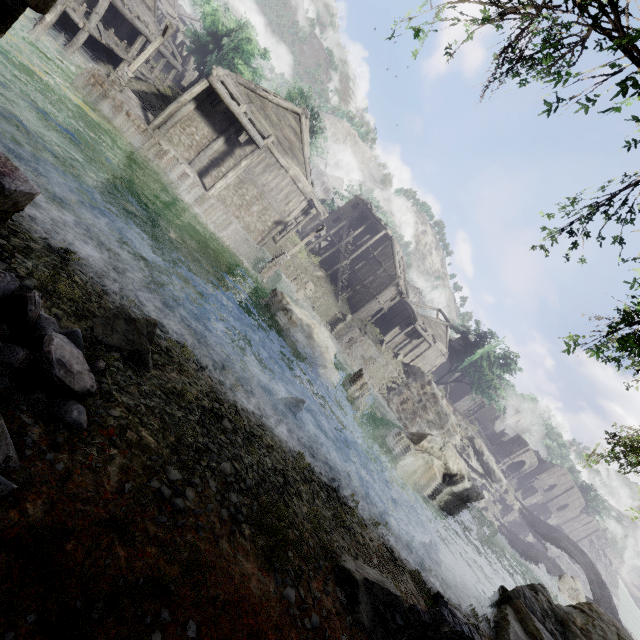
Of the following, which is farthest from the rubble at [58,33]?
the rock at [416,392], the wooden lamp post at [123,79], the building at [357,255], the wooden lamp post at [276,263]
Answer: the rock at [416,392]

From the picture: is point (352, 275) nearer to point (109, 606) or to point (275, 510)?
point (275, 510)

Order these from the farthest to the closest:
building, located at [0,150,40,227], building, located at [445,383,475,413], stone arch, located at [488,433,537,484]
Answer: building, located at [445,383,475,413], stone arch, located at [488,433,537,484], building, located at [0,150,40,227]

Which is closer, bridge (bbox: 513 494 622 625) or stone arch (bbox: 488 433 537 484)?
bridge (bbox: 513 494 622 625)

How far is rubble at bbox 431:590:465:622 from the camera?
8.45m

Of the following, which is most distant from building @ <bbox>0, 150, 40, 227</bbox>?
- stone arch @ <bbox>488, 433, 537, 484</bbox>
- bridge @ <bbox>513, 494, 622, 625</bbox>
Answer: bridge @ <bbox>513, 494, 622, 625</bbox>

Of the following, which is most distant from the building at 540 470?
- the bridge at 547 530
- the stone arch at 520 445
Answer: the bridge at 547 530

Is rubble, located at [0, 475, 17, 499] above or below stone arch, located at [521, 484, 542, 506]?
below
